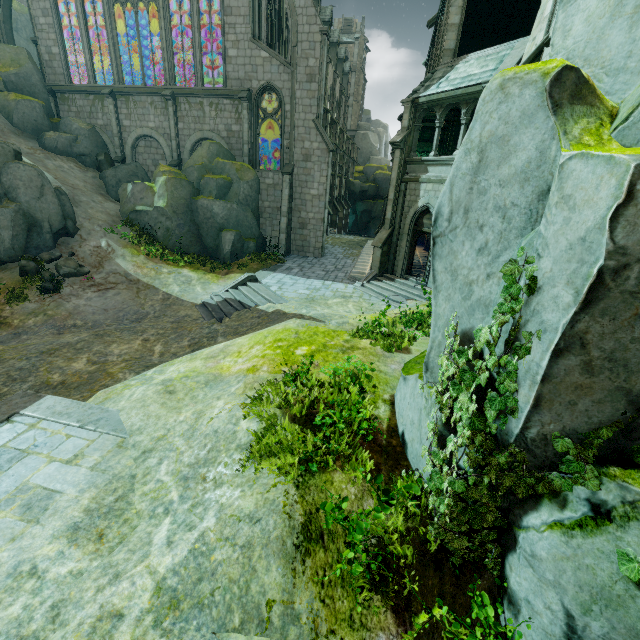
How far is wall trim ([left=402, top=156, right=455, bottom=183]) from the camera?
14.8m

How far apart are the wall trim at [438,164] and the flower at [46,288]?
17.8 meters

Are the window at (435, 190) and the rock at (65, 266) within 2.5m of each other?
no

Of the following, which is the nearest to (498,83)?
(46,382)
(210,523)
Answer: (210,523)

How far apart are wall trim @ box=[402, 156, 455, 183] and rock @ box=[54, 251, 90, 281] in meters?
17.2

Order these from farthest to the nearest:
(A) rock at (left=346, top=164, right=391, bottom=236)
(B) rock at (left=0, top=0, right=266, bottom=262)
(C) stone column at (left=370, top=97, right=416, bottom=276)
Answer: (A) rock at (left=346, top=164, right=391, bottom=236), (B) rock at (left=0, top=0, right=266, bottom=262), (C) stone column at (left=370, top=97, right=416, bottom=276)

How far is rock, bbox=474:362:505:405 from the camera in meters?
3.7 m

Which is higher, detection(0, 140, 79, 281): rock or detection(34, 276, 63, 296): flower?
detection(0, 140, 79, 281): rock
